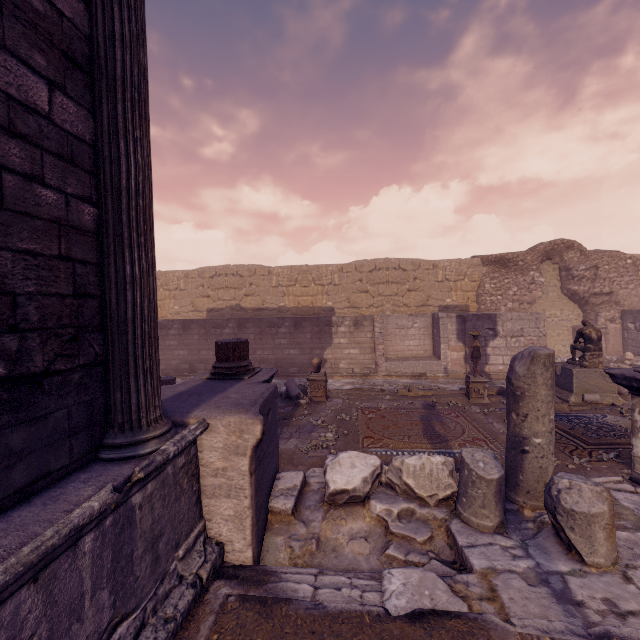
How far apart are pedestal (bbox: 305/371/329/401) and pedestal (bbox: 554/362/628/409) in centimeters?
636cm

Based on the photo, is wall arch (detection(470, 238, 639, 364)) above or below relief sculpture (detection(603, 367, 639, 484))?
above

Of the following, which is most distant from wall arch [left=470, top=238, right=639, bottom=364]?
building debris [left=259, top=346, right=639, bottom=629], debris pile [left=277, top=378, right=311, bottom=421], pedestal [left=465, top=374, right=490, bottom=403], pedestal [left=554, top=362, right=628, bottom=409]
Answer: building debris [left=259, top=346, right=639, bottom=629]

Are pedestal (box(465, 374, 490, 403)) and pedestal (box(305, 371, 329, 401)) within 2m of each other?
no

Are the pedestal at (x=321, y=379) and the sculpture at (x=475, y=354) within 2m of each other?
no

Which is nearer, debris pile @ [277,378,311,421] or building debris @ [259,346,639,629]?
building debris @ [259,346,639,629]

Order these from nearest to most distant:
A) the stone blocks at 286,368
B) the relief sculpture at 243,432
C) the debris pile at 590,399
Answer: the relief sculpture at 243,432 < the debris pile at 590,399 < the stone blocks at 286,368

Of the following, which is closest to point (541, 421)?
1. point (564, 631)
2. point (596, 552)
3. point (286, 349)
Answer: point (596, 552)
